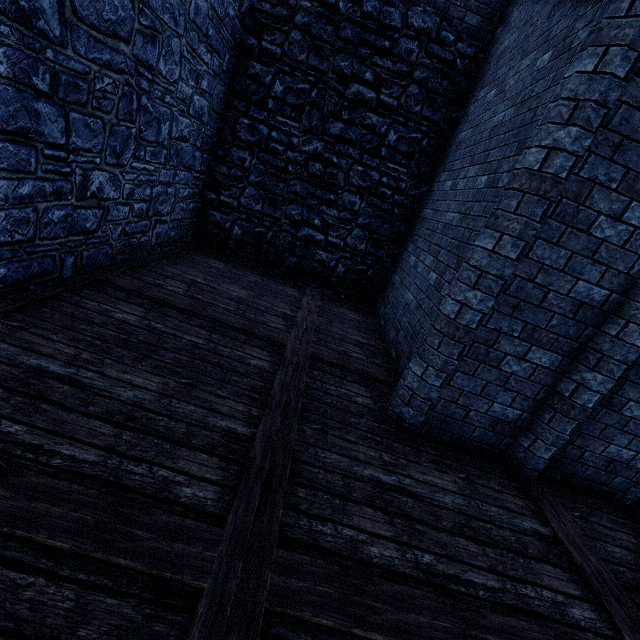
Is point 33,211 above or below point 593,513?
above
